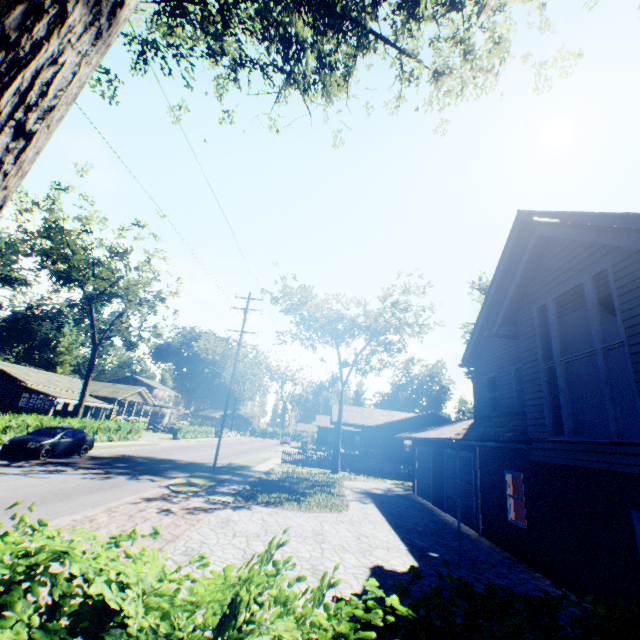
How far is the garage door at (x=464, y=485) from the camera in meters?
13.6 m

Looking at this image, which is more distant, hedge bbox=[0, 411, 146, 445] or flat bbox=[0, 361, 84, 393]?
flat bbox=[0, 361, 84, 393]

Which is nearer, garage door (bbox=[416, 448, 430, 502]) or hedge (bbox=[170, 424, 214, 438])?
garage door (bbox=[416, 448, 430, 502])

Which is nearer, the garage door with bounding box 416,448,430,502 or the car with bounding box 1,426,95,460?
the car with bounding box 1,426,95,460

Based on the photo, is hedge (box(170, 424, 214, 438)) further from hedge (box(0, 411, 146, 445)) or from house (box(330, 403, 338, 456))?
house (box(330, 403, 338, 456))

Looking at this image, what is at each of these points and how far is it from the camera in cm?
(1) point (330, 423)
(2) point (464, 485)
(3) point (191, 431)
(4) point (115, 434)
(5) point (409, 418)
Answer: →
(1) house, 4438
(2) garage door, 1447
(3) hedge, 4928
(4) hedge, 3109
(5) house, 3441

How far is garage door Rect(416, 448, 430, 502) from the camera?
19.0 meters

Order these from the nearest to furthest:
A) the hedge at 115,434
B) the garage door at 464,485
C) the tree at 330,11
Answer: the tree at 330,11 → the garage door at 464,485 → the hedge at 115,434
